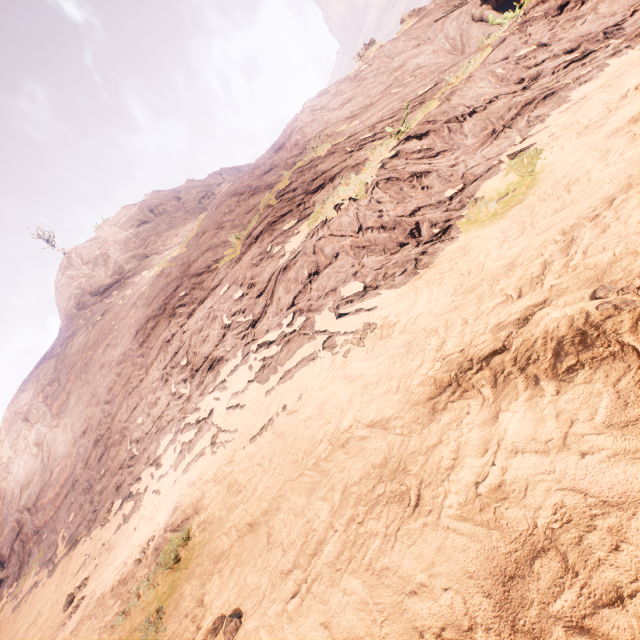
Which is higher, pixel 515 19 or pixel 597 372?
pixel 515 19
